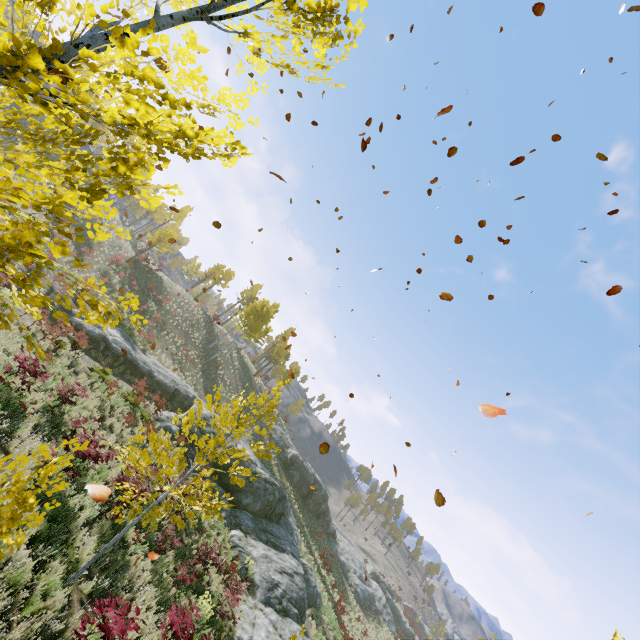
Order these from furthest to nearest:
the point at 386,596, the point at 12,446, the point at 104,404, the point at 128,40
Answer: the point at 386,596 → the point at 104,404 → the point at 12,446 → the point at 128,40

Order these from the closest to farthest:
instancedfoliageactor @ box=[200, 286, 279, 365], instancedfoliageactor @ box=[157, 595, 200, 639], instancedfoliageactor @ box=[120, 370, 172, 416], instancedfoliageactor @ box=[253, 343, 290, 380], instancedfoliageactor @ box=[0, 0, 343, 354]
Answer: instancedfoliageactor @ box=[0, 0, 343, 354] < instancedfoliageactor @ box=[157, 595, 200, 639] < instancedfoliageactor @ box=[120, 370, 172, 416] < instancedfoliageactor @ box=[200, 286, 279, 365] < instancedfoliageactor @ box=[253, 343, 290, 380]

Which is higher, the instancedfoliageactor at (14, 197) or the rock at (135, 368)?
the instancedfoliageactor at (14, 197)

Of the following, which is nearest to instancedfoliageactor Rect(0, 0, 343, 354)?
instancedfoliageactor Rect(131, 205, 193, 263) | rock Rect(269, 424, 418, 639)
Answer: rock Rect(269, 424, 418, 639)

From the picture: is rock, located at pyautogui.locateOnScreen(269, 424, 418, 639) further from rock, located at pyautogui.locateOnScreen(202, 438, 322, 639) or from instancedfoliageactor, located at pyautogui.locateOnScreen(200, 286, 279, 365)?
instancedfoliageactor, located at pyautogui.locateOnScreen(200, 286, 279, 365)

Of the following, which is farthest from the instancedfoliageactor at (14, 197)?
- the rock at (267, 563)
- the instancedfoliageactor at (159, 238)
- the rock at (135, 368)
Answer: the instancedfoliageactor at (159, 238)

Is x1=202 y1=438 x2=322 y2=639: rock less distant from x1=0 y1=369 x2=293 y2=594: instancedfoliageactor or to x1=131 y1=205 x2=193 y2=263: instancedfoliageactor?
x1=0 y1=369 x2=293 y2=594: instancedfoliageactor

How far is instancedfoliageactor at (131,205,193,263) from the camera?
37.06m
